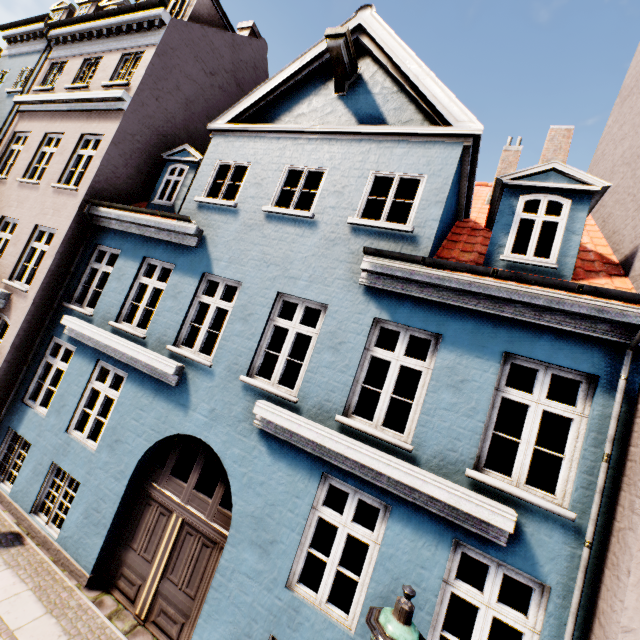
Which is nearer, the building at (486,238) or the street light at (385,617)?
the street light at (385,617)

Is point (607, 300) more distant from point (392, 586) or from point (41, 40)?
point (41, 40)

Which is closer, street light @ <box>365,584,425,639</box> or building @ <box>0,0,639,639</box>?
street light @ <box>365,584,425,639</box>
